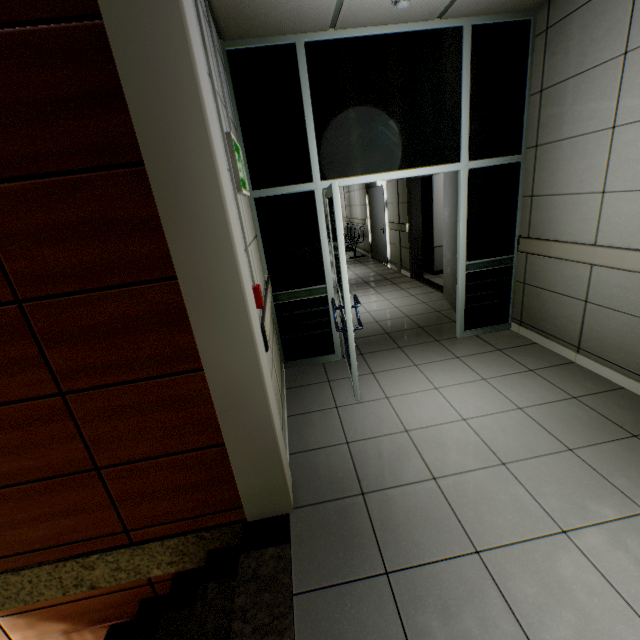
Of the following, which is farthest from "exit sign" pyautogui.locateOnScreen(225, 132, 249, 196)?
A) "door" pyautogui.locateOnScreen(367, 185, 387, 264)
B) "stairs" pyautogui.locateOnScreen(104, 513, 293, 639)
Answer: "door" pyautogui.locateOnScreen(367, 185, 387, 264)

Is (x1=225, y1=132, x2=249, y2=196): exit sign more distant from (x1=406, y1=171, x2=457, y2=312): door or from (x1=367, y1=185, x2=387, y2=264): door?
(x1=367, y1=185, x2=387, y2=264): door

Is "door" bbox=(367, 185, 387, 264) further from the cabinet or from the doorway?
the doorway

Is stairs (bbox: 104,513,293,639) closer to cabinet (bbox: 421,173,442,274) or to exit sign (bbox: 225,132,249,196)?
exit sign (bbox: 225,132,249,196)

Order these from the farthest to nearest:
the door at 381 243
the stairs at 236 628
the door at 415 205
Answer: the door at 381 243 < the door at 415 205 < the stairs at 236 628

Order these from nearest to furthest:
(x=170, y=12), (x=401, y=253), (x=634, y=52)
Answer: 1. (x=170, y=12)
2. (x=634, y=52)
3. (x=401, y=253)

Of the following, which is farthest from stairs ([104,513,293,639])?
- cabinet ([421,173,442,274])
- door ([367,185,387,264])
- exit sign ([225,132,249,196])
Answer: door ([367,185,387,264])

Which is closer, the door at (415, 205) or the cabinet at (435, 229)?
the door at (415, 205)
